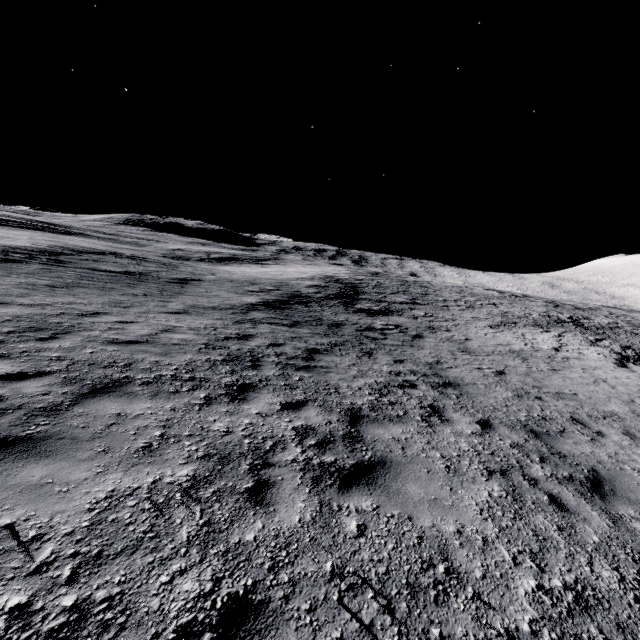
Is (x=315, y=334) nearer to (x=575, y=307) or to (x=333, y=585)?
(x=333, y=585)
